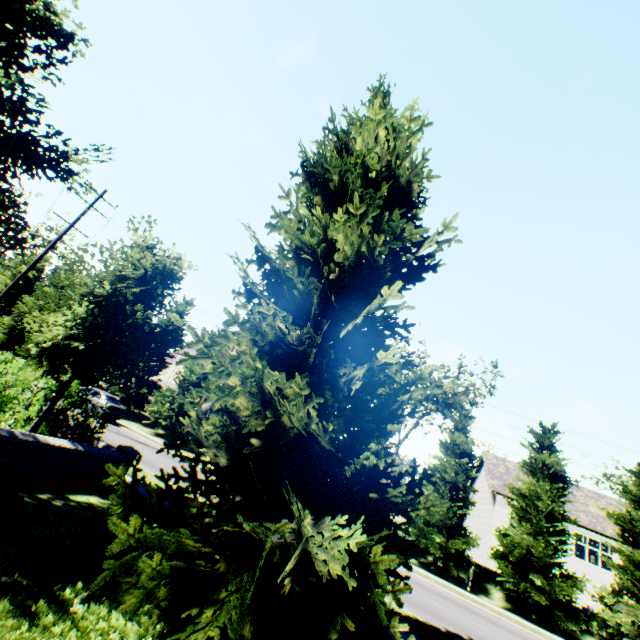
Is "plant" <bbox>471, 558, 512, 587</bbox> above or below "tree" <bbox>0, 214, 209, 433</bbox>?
below

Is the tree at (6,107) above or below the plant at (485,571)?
above

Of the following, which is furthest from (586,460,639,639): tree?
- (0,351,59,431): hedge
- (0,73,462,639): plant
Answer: (0,351,59,431): hedge

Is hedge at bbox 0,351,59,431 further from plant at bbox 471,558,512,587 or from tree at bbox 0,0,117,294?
plant at bbox 471,558,512,587

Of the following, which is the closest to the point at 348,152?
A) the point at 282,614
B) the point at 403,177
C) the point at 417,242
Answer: the point at 403,177

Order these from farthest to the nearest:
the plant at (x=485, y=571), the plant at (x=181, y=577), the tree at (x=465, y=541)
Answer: the plant at (x=485, y=571), the tree at (x=465, y=541), the plant at (x=181, y=577)
